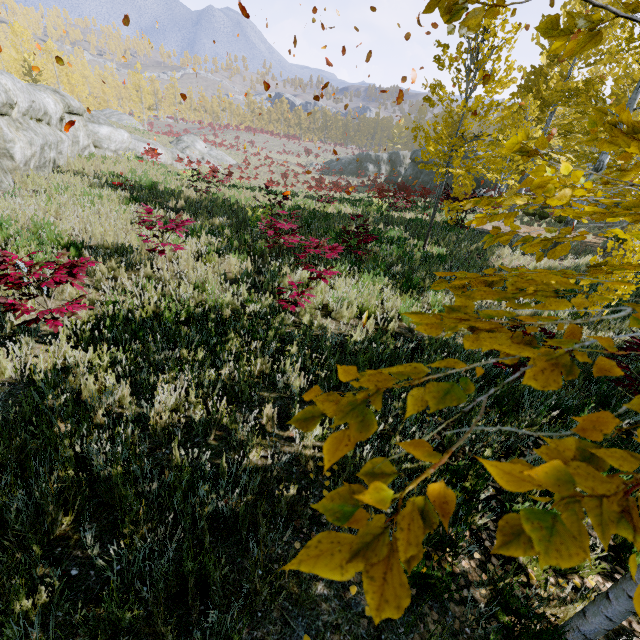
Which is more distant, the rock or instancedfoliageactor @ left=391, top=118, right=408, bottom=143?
instancedfoliageactor @ left=391, top=118, right=408, bottom=143

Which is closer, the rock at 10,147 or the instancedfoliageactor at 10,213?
the instancedfoliageactor at 10,213

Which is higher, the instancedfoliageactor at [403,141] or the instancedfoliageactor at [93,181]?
the instancedfoliageactor at [403,141]

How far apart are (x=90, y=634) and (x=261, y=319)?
4.0m

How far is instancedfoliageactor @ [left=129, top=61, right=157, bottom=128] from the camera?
55.26m

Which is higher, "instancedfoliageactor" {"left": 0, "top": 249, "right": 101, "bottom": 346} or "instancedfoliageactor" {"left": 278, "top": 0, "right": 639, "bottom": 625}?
"instancedfoliageactor" {"left": 278, "top": 0, "right": 639, "bottom": 625}

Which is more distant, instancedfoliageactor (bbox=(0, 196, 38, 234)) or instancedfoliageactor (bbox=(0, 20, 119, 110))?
instancedfoliageactor (bbox=(0, 20, 119, 110))
